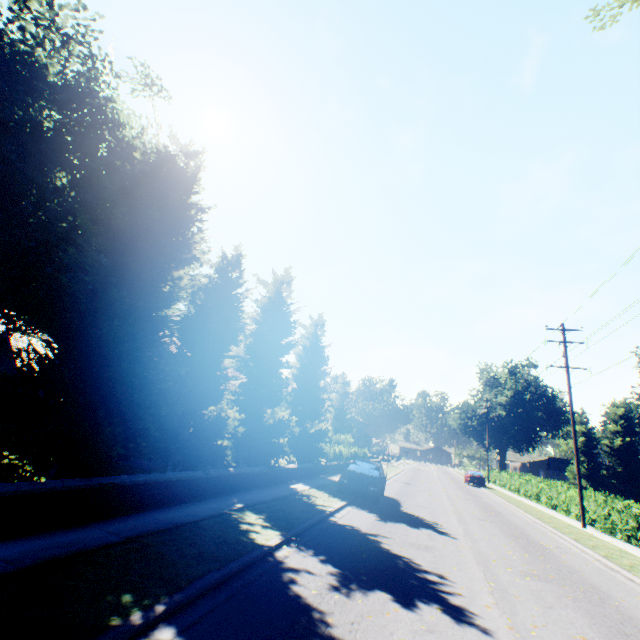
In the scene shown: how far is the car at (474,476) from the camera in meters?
36.1 m

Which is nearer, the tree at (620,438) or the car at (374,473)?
the car at (374,473)

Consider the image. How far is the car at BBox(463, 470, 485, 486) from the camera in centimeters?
3609cm

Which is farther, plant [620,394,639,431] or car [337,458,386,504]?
plant [620,394,639,431]

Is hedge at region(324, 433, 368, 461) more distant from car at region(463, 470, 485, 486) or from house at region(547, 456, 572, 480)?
house at region(547, 456, 572, 480)

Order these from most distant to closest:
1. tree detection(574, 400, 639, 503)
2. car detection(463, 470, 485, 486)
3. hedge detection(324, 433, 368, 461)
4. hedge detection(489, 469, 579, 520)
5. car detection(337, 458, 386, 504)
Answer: tree detection(574, 400, 639, 503)
car detection(463, 470, 485, 486)
hedge detection(324, 433, 368, 461)
hedge detection(489, 469, 579, 520)
car detection(337, 458, 386, 504)

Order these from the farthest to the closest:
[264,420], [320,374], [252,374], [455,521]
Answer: [320,374], [264,420], [252,374], [455,521]

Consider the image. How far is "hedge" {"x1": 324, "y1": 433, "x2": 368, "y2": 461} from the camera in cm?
2569
